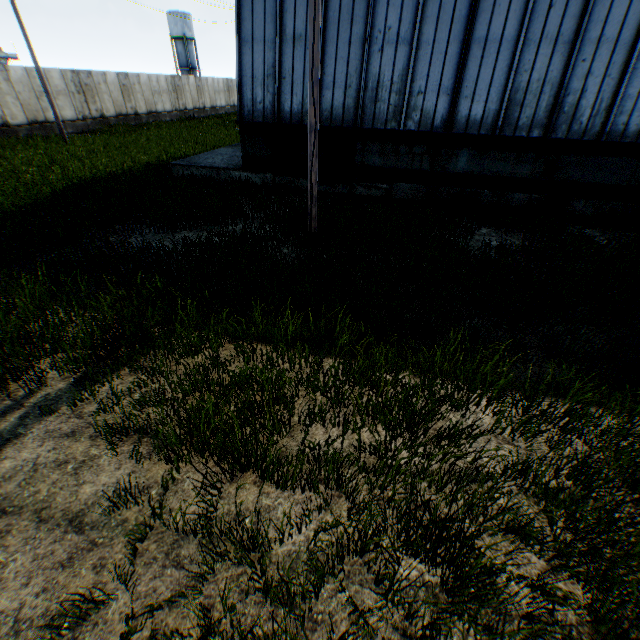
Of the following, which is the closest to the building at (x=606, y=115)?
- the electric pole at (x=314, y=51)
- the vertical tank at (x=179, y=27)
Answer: the electric pole at (x=314, y=51)

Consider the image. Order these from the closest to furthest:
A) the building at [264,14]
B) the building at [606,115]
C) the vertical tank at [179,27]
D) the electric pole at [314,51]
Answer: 1. the electric pole at [314,51]
2. the building at [606,115]
3. the building at [264,14]
4. the vertical tank at [179,27]

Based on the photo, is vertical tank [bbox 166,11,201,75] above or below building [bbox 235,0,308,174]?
above

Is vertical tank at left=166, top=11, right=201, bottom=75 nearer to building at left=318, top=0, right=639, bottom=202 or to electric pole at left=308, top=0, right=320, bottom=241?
building at left=318, top=0, right=639, bottom=202

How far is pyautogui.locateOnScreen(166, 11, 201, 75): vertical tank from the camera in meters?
54.5 m

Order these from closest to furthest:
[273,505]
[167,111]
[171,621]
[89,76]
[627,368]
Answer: [171,621] → [273,505] → [627,368] → [89,76] → [167,111]

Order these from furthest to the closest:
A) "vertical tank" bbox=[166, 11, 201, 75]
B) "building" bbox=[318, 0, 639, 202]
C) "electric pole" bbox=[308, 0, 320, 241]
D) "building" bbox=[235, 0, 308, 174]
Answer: "vertical tank" bbox=[166, 11, 201, 75] → "building" bbox=[235, 0, 308, 174] → "building" bbox=[318, 0, 639, 202] → "electric pole" bbox=[308, 0, 320, 241]
